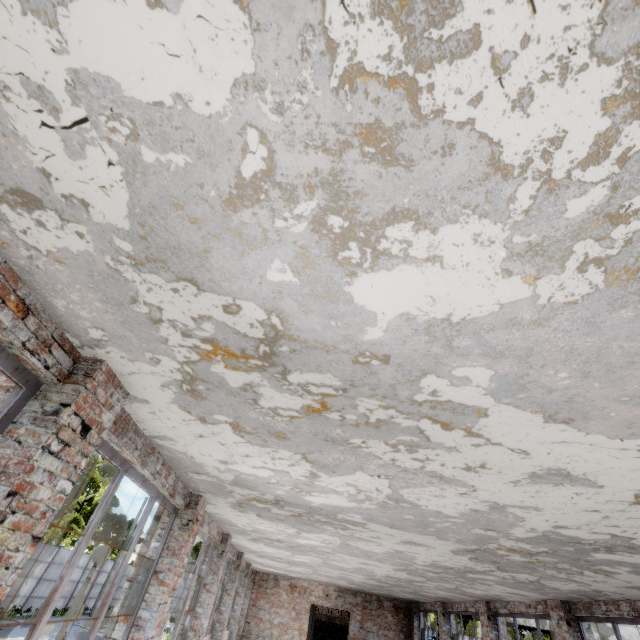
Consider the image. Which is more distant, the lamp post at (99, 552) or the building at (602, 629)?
the building at (602, 629)

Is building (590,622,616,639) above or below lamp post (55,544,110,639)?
above

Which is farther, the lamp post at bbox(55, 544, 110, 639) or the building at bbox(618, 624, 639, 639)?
the building at bbox(618, 624, 639, 639)

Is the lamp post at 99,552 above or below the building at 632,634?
below

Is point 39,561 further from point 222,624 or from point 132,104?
point 132,104
